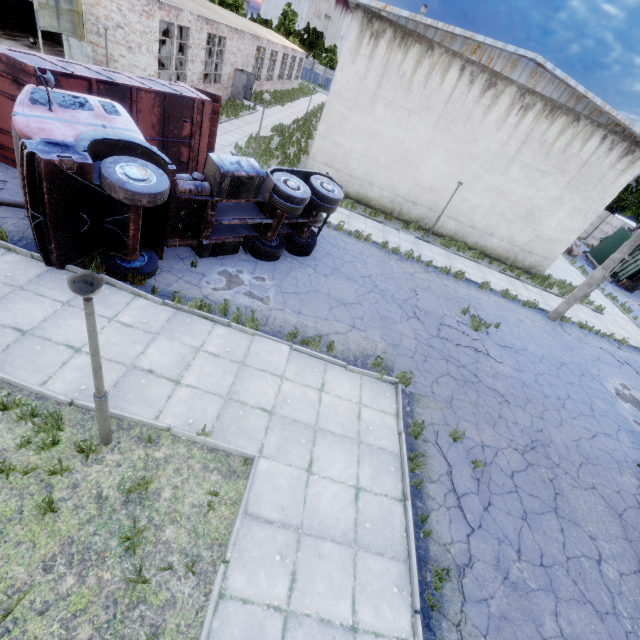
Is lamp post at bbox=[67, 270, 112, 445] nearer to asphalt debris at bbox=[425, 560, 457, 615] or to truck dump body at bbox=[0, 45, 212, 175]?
asphalt debris at bbox=[425, 560, 457, 615]

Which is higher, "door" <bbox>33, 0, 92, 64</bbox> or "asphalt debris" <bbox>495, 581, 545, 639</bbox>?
"door" <bbox>33, 0, 92, 64</bbox>

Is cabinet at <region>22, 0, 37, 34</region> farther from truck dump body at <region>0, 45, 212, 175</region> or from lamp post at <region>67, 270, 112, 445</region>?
lamp post at <region>67, 270, 112, 445</region>

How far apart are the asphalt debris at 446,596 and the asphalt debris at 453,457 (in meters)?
0.54

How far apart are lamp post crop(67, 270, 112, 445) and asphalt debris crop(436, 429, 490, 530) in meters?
6.7

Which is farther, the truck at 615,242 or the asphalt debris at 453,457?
the truck at 615,242

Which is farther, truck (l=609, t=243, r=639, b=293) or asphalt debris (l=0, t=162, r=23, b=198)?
truck (l=609, t=243, r=639, b=293)

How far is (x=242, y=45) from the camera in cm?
2809
